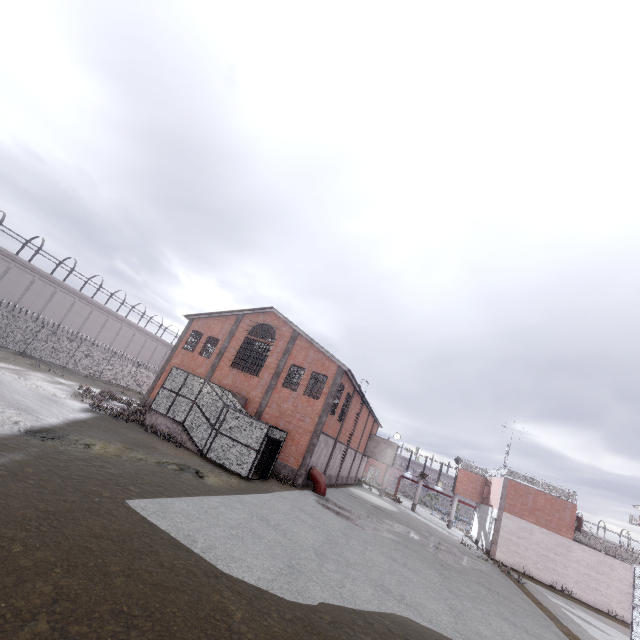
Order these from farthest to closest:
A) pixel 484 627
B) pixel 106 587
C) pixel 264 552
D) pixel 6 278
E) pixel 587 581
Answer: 1. pixel 6 278
2. pixel 587 581
3. pixel 484 627
4. pixel 264 552
5. pixel 106 587

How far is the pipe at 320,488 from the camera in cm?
2286

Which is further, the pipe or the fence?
the fence

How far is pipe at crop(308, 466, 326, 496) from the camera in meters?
22.9

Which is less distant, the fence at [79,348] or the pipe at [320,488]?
the pipe at [320,488]
